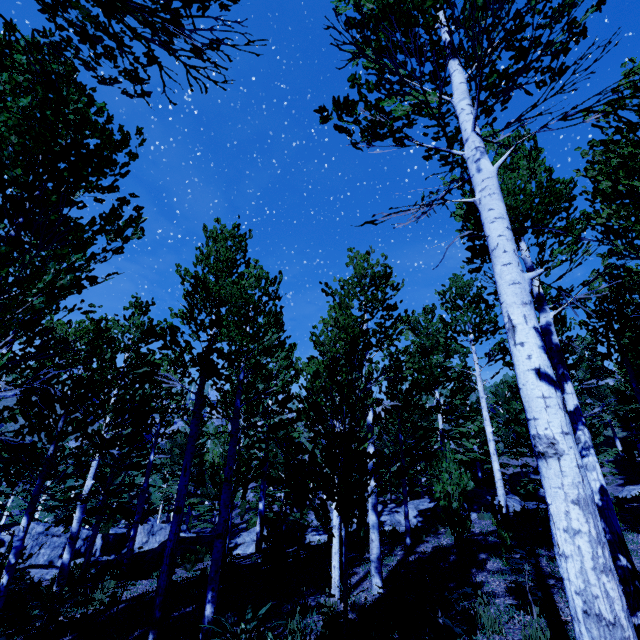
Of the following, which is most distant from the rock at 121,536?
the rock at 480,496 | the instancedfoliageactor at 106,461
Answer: the rock at 480,496

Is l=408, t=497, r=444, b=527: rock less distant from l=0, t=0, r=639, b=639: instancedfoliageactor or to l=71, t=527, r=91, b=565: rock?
l=0, t=0, r=639, b=639: instancedfoliageactor

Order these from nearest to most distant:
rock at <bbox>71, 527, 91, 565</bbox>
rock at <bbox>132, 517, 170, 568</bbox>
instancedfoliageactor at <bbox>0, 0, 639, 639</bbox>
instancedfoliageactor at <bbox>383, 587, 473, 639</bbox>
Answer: instancedfoliageactor at <bbox>0, 0, 639, 639</bbox>
instancedfoliageactor at <bbox>383, 587, 473, 639</bbox>
rock at <bbox>132, 517, 170, 568</bbox>
rock at <bbox>71, 527, 91, 565</bbox>

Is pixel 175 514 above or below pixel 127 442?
below

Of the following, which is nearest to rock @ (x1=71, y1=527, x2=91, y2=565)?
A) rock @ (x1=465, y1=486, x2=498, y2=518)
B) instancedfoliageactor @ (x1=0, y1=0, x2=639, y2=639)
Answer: instancedfoliageactor @ (x1=0, y1=0, x2=639, y2=639)

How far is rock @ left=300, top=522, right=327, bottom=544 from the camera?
15.8m

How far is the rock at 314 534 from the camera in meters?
15.8 m
